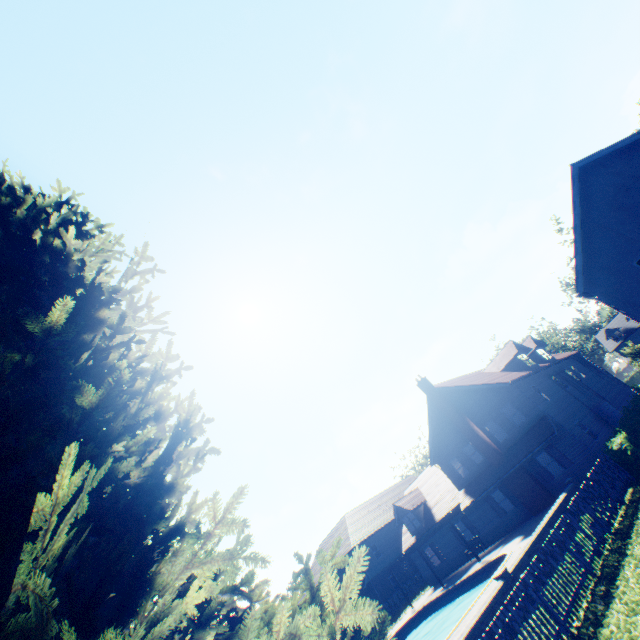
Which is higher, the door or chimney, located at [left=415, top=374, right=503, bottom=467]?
chimney, located at [left=415, top=374, right=503, bottom=467]

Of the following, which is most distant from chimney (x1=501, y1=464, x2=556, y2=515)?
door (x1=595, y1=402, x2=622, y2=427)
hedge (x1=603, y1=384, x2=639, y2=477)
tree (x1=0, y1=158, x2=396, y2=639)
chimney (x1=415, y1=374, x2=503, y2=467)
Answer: tree (x1=0, y1=158, x2=396, y2=639)

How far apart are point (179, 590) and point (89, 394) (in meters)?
2.08

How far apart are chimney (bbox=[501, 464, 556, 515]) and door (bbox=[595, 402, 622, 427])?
8.1 meters

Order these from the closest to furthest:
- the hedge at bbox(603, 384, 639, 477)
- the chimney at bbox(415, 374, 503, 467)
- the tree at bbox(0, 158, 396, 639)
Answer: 1. the tree at bbox(0, 158, 396, 639)
2. the hedge at bbox(603, 384, 639, 477)
3. the chimney at bbox(415, 374, 503, 467)

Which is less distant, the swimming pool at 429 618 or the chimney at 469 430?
the swimming pool at 429 618

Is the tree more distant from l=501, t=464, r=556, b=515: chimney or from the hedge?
l=501, t=464, r=556, b=515: chimney

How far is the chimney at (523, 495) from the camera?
22.0 meters
